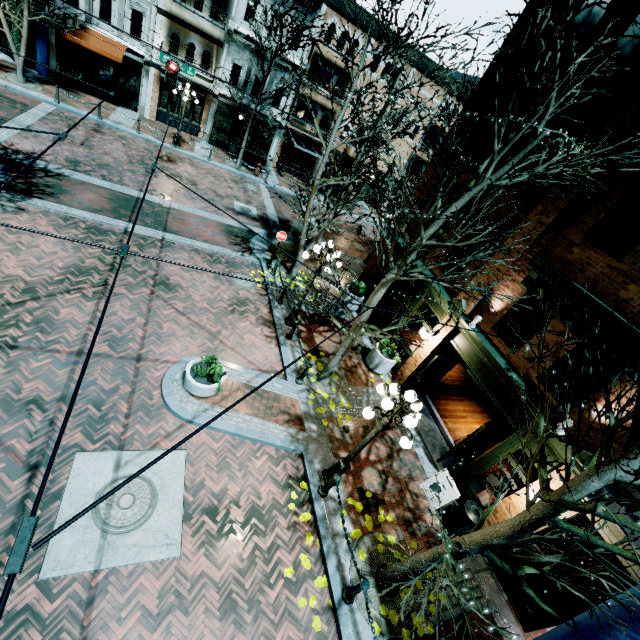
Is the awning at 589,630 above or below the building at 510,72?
below

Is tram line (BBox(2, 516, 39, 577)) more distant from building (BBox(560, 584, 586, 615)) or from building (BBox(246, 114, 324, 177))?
building (BBox(246, 114, 324, 177))

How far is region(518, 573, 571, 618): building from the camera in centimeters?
Result: 700cm

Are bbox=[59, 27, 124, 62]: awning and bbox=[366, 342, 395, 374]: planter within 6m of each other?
no

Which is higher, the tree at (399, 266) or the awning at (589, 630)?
the tree at (399, 266)

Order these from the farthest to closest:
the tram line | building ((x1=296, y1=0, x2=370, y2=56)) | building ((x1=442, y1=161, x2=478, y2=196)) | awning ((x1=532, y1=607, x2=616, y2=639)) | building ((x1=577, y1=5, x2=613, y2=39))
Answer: building ((x1=296, y1=0, x2=370, y2=56))
building ((x1=442, y1=161, x2=478, y2=196))
building ((x1=577, y1=5, x2=613, y2=39))
awning ((x1=532, y1=607, x2=616, y2=639))
the tram line

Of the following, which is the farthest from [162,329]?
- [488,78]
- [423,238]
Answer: [488,78]

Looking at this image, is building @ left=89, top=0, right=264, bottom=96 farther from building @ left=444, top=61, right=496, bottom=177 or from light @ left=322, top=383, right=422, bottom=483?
light @ left=322, top=383, right=422, bottom=483
